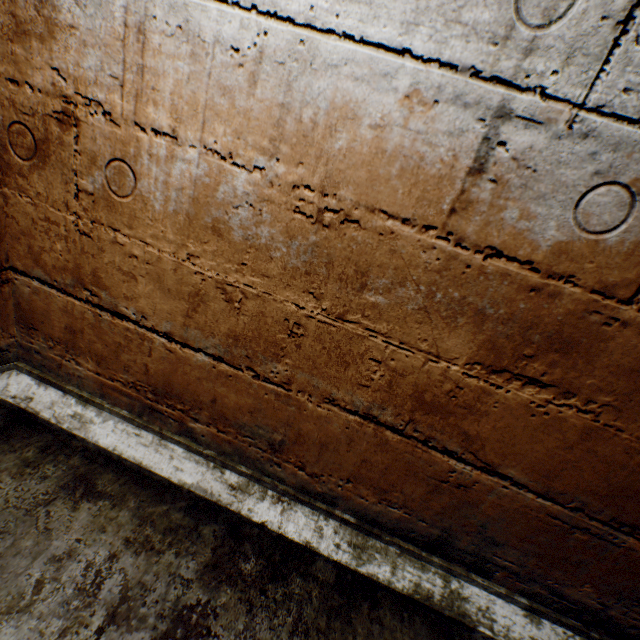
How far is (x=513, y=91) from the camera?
0.7m
